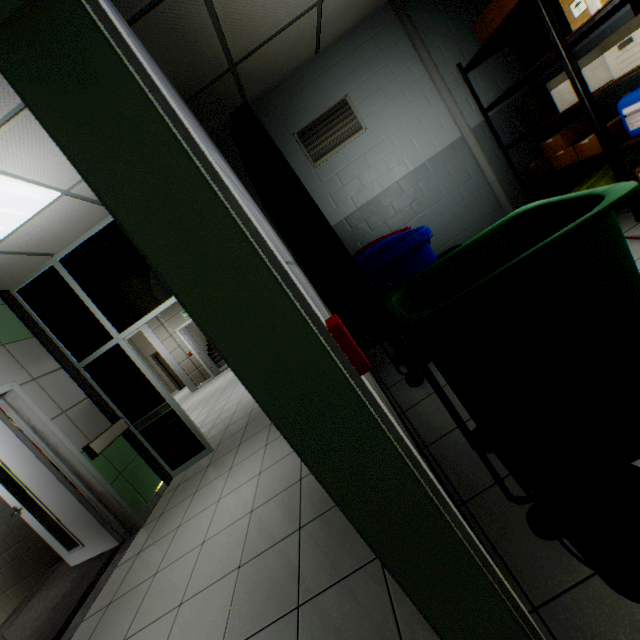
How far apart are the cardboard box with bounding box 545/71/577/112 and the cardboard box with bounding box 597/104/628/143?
0.4m

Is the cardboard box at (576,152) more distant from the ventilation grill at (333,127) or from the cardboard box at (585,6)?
the ventilation grill at (333,127)

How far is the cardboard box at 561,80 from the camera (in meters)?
2.93

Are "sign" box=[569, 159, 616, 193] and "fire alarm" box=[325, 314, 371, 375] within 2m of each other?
no

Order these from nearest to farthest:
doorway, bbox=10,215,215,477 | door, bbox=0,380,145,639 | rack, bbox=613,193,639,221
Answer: rack, bbox=613,193,639,221 < door, bbox=0,380,145,639 < doorway, bbox=10,215,215,477

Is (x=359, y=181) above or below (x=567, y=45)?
above

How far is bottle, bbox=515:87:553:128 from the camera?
3.5m

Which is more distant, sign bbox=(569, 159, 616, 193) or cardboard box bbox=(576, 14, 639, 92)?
sign bbox=(569, 159, 616, 193)
